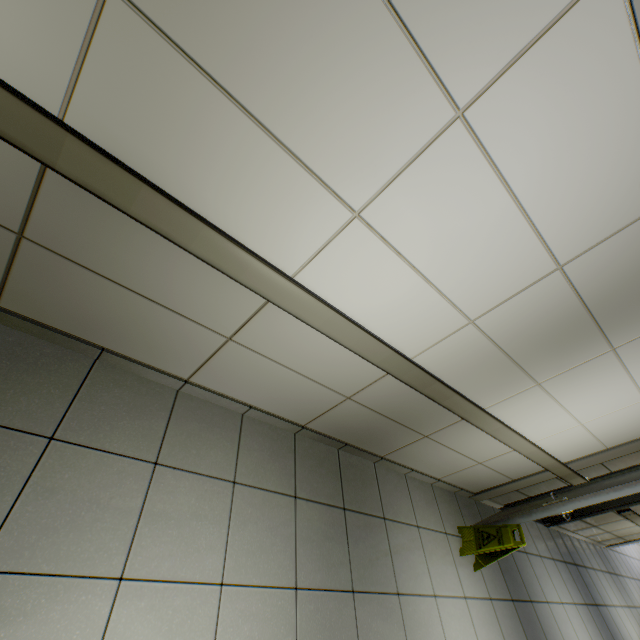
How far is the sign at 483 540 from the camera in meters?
3.1

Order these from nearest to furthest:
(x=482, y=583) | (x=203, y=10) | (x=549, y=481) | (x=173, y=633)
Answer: (x=203, y=10) < (x=173, y=633) < (x=482, y=583) < (x=549, y=481)

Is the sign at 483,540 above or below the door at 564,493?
below

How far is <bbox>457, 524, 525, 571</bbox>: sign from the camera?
3.07m

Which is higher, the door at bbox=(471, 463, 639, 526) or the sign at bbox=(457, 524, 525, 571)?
the door at bbox=(471, 463, 639, 526)
